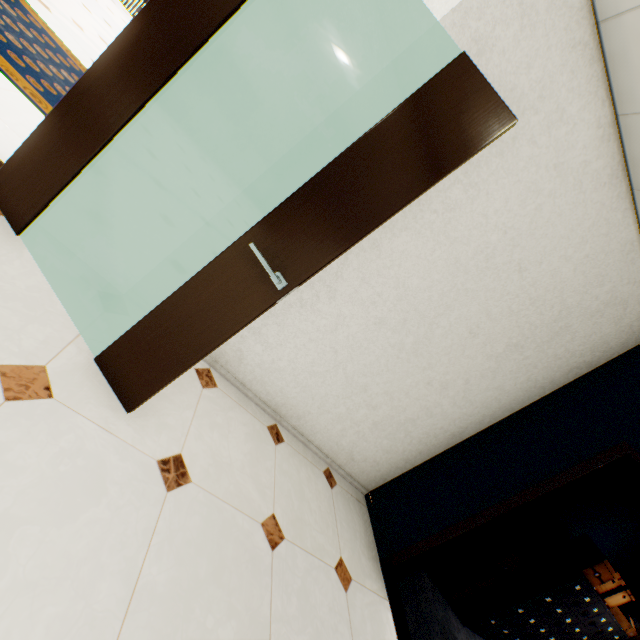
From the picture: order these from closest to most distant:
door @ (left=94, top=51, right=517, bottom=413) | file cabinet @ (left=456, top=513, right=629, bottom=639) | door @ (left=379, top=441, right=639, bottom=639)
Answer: door @ (left=94, top=51, right=517, bottom=413), door @ (left=379, top=441, right=639, bottom=639), file cabinet @ (left=456, top=513, right=629, bottom=639)

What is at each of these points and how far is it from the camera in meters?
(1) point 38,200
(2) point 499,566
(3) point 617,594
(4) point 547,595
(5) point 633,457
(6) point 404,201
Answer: (1) door, 1.6 m
(2) cardboard box, 3.4 m
(3) cardboard box, 3.6 m
(4) file cabinet, 3.3 m
(5) door, 2.2 m
(6) door, 1.2 m

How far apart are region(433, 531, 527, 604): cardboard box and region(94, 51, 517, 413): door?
3.8 meters

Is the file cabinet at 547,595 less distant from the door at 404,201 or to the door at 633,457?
the door at 633,457

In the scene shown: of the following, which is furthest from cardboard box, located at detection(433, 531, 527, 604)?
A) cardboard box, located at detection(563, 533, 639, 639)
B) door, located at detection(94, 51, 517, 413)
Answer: door, located at detection(94, 51, 517, 413)

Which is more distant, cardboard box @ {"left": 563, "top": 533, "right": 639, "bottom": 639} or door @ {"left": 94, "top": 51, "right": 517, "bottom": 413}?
cardboard box @ {"left": 563, "top": 533, "right": 639, "bottom": 639}

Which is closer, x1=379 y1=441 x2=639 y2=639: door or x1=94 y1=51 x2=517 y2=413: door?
x1=94 y1=51 x2=517 y2=413: door

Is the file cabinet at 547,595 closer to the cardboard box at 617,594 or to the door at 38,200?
the cardboard box at 617,594
